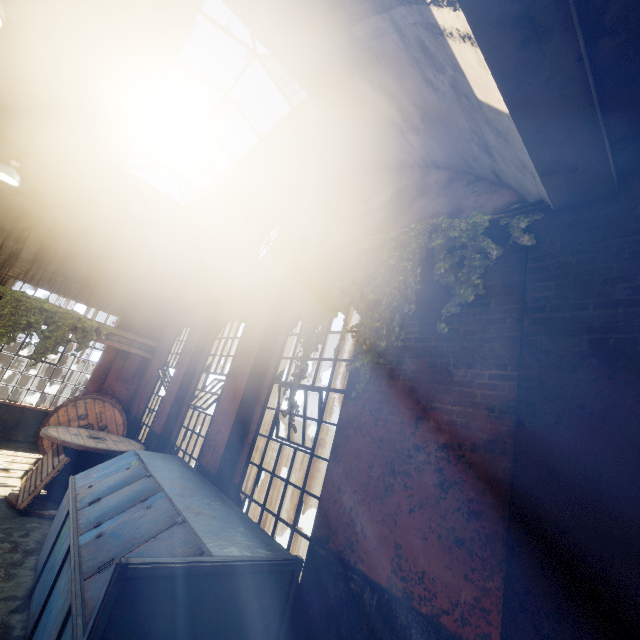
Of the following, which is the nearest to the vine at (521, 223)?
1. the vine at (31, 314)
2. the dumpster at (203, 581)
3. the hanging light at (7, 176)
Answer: the dumpster at (203, 581)

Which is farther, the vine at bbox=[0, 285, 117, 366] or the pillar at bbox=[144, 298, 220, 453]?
the vine at bbox=[0, 285, 117, 366]

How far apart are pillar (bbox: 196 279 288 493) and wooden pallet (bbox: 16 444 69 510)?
0.0 meters

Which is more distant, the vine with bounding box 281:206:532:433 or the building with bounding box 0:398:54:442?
the building with bounding box 0:398:54:442

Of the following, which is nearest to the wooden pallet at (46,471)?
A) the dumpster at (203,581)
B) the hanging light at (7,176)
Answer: the dumpster at (203,581)

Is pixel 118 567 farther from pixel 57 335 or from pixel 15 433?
pixel 15 433

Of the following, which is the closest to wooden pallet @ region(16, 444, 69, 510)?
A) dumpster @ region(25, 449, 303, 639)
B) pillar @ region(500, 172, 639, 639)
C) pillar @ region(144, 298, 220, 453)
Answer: dumpster @ region(25, 449, 303, 639)

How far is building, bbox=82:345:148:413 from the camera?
10.90m
